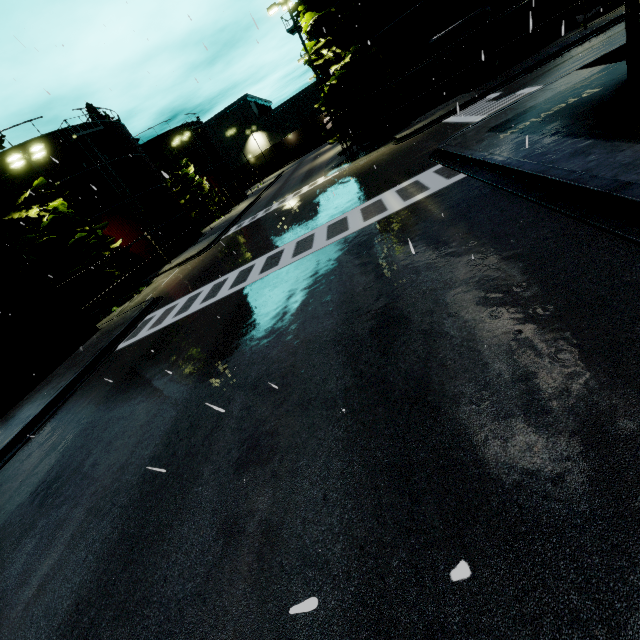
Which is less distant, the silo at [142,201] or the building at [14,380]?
the building at [14,380]

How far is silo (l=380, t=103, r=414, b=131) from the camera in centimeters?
2464cm

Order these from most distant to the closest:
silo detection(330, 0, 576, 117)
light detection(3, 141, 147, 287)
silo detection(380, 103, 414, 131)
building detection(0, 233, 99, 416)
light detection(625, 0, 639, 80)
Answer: silo detection(380, 103, 414, 131) → silo detection(330, 0, 576, 117) → light detection(3, 141, 147, 287) → building detection(0, 233, 99, 416) → light detection(625, 0, 639, 80)

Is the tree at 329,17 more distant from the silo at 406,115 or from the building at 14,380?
the building at 14,380

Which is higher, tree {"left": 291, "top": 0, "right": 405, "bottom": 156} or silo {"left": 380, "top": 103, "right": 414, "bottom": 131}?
tree {"left": 291, "top": 0, "right": 405, "bottom": 156}

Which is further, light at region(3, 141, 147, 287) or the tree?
the tree

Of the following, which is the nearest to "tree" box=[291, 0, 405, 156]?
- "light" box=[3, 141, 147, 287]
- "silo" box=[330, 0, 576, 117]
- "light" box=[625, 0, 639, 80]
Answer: "silo" box=[330, 0, 576, 117]

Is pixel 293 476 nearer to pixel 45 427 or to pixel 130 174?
pixel 45 427
